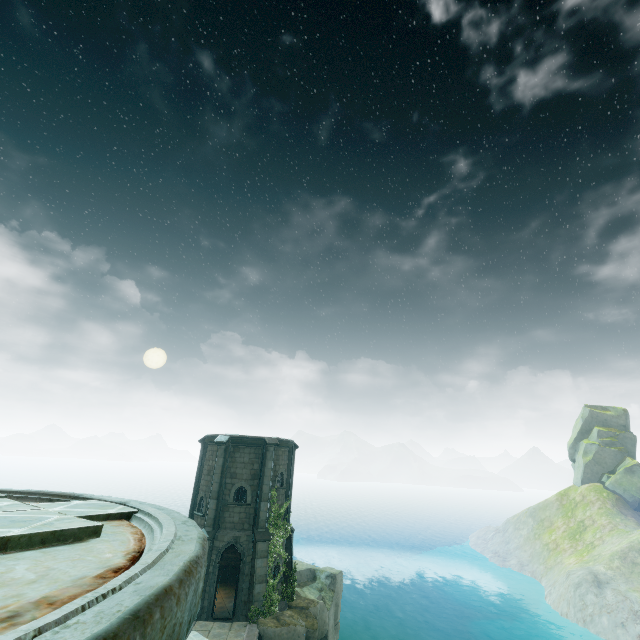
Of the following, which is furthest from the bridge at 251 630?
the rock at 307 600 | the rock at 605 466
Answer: the rock at 605 466

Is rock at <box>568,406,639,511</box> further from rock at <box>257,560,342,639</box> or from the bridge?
the bridge

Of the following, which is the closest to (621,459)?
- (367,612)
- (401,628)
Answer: (401,628)

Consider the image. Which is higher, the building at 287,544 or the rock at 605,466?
the rock at 605,466

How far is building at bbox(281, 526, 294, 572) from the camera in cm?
2171

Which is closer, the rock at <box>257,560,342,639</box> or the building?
the rock at <box>257,560,342,639</box>

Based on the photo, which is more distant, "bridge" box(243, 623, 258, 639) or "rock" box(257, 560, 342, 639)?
"rock" box(257, 560, 342, 639)
